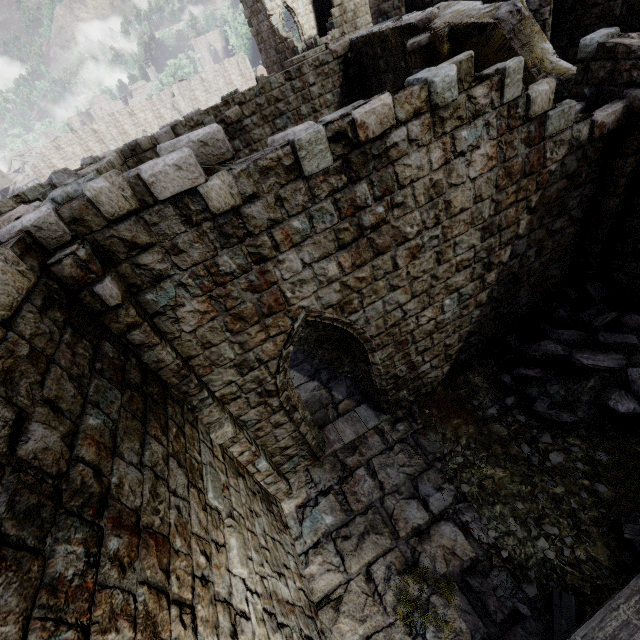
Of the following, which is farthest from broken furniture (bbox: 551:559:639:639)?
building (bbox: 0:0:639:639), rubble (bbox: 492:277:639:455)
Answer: rubble (bbox: 492:277:639:455)

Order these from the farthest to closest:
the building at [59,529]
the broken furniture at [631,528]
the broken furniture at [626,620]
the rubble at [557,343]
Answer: the rubble at [557,343], the broken furniture at [631,528], the broken furniture at [626,620], the building at [59,529]

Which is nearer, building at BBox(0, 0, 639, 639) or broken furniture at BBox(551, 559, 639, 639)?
building at BBox(0, 0, 639, 639)

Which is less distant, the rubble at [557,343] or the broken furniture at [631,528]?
the broken furniture at [631,528]

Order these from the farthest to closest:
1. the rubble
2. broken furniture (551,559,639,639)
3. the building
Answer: the rubble, broken furniture (551,559,639,639), the building

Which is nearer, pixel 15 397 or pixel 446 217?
pixel 15 397
